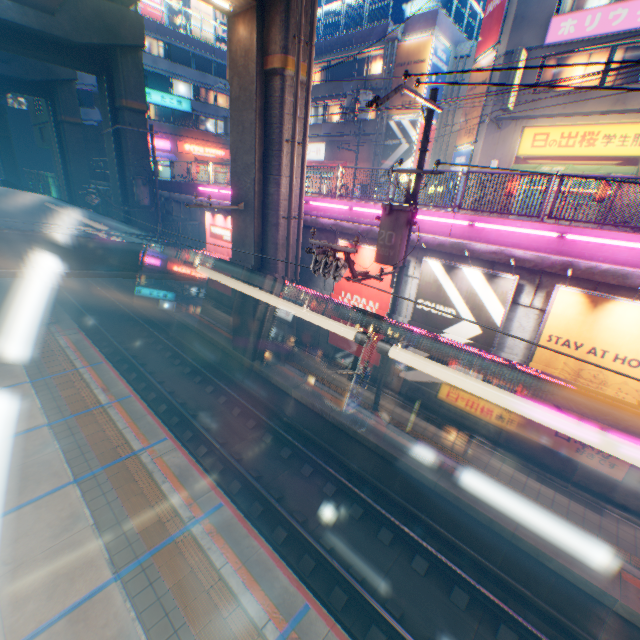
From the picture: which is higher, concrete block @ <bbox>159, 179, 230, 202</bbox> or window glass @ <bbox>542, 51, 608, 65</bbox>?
window glass @ <bbox>542, 51, 608, 65</bbox>

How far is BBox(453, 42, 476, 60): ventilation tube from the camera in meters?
22.5 m

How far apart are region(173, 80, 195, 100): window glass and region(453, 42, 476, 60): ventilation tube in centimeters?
2966cm

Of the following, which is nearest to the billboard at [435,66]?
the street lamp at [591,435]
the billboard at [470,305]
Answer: the billboard at [470,305]

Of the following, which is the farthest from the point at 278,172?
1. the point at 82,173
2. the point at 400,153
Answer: the point at 82,173

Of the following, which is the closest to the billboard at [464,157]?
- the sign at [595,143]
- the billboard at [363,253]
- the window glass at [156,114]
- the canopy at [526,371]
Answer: the sign at [595,143]

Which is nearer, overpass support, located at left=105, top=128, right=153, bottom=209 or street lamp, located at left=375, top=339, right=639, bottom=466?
street lamp, located at left=375, top=339, right=639, bottom=466

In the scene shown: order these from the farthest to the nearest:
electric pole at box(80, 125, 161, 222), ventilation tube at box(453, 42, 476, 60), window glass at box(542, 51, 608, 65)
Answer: ventilation tube at box(453, 42, 476, 60)
electric pole at box(80, 125, 161, 222)
window glass at box(542, 51, 608, 65)
